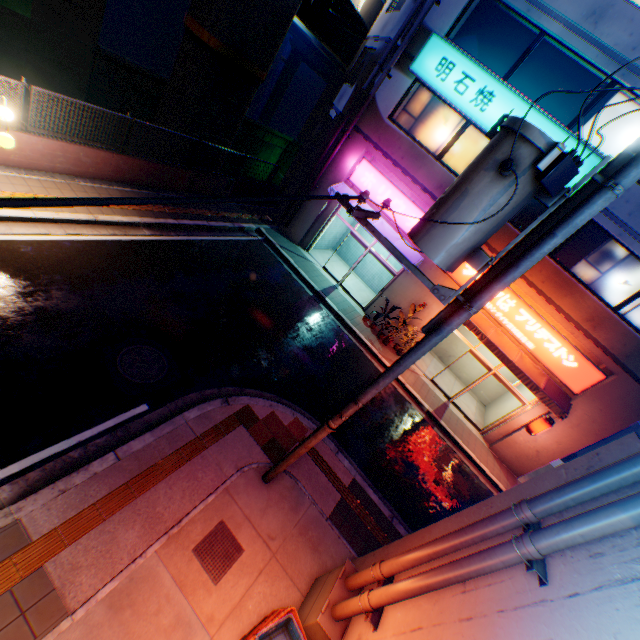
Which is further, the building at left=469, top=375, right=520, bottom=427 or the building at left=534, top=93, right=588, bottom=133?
the building at left=469, top=375, right=520, bottom=427

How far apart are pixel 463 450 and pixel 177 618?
11.1 meters

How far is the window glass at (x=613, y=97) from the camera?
10.1m

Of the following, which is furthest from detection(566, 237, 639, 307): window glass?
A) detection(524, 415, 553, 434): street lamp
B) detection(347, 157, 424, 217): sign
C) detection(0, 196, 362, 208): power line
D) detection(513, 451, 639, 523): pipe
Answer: detection(0, 196, 362, 208): power line

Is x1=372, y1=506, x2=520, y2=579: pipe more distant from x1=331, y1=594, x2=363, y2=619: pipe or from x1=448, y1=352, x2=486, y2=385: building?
x1=448, y1=352, x2=486, y2=385: building

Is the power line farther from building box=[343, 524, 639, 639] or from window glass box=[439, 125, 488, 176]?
window glass box=[439, 125, 488, 176]

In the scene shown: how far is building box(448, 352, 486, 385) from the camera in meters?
16.5

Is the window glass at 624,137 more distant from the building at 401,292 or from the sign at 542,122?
the sign at 542,122
